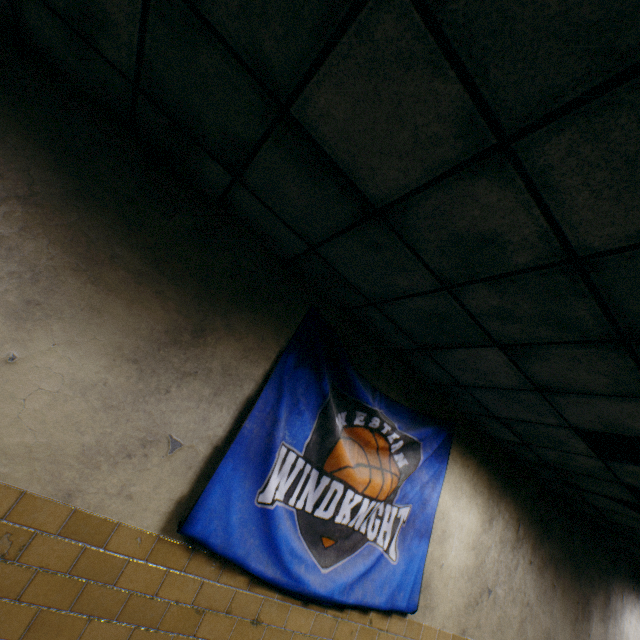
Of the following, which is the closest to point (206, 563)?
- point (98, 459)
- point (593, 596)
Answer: point (98, 459)

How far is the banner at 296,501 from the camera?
2.2m

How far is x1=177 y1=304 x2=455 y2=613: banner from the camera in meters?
2.2 m
